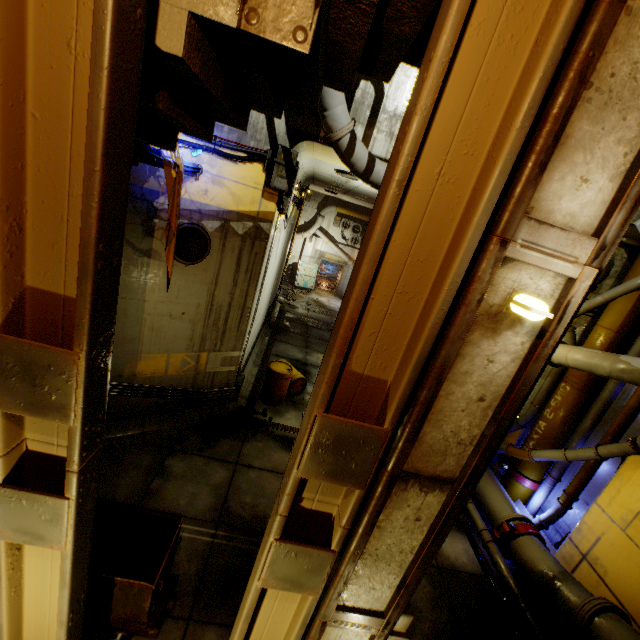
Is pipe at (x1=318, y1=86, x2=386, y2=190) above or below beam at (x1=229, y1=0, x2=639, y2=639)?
above

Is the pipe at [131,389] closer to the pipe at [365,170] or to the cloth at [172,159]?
the cloth at [172,159]

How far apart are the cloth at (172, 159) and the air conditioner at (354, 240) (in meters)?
19.66

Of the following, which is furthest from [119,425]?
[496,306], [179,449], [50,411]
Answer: [496,306]

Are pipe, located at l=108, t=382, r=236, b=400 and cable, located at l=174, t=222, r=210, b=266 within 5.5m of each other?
yes

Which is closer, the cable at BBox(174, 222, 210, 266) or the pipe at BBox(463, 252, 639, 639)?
the pipe at BBox(463, 252, 639, 639)

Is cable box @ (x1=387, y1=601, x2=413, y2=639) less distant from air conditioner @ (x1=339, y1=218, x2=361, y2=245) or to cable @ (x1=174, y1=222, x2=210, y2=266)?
cable @ (x1=174, y1=222, x2=210, y2=266)

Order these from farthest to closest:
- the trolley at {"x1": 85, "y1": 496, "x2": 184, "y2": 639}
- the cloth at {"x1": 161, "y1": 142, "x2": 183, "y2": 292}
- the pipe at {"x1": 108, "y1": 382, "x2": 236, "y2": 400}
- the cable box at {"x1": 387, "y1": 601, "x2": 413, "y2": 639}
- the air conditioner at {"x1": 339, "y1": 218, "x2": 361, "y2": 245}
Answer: the air conditioner at {"x1": 339, "y1": 218, "x2": 361, "y2": 245}
the pipe at {"x1": 108, "y1": 382, "x2": 236, "y2": 400}
the cloth at {"x1": 161, "y1": 142, "x2": 183, "y2": 292}
the trolley at {"x1": 85, "y1": 496, "x2": 184, "y2": 639}
the cable box at {"x1": 387, "y1": 601, "x2": 413, "y2": 639}
